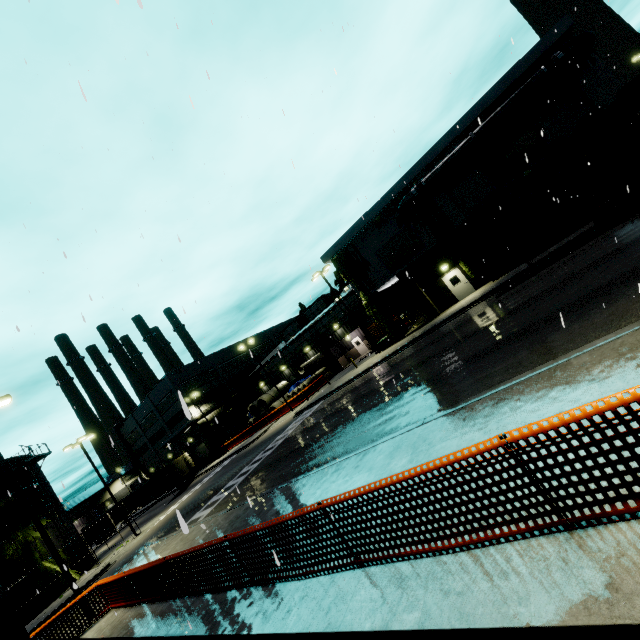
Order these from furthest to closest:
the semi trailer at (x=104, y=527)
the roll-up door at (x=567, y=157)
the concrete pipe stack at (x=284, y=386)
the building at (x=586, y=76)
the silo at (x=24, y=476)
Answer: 1. the semi trailer at (x=104, y=527)
2. the concrete pipe stack at (x=284, y=386)
3. the silo at (x=24, y=476)
4. the roll-up door at (x=567, y=157)
5. the building at (x=586, y=76)

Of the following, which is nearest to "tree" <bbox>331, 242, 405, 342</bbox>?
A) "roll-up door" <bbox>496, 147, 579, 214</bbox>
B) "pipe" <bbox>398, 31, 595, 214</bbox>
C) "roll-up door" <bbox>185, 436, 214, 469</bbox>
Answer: "roll-up door" <bbox>185, 436, 214, 469</bbox>

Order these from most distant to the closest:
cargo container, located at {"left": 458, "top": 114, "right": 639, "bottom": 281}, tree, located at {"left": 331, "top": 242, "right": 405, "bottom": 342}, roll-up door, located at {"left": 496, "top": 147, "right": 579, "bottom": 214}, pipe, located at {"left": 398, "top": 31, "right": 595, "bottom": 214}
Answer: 1. tree, located at {"left": 331, "top": 242, "right": 405, "bottom": 342}
2. roll-up door, located at {"left": 496, "top": 147, "right": 579, "bottom": 214}
3. pipe, located at {"left": 398, "top": 31, "right": 595, "bottom": 214}
4. cargo container, located at {"left": 458, "top": 114, "right": 639, "bottom": 281}

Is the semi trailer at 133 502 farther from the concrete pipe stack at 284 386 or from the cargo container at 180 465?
the concrete pipe stack at 284 386

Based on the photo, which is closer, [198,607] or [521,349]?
[198,607]

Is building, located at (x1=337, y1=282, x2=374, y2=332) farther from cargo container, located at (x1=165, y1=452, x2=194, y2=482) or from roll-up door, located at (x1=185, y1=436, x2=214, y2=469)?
cargo container, located at (x1=165, y1=452, x2=194, y2=482)

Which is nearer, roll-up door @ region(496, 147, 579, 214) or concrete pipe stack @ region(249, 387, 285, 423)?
roll-up door @ region(496, 147, 579, 214)

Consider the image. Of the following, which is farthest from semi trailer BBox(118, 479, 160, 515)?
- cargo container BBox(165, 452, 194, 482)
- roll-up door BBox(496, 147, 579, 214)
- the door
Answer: roll-up door BBox(496, 147, 579, 214)
